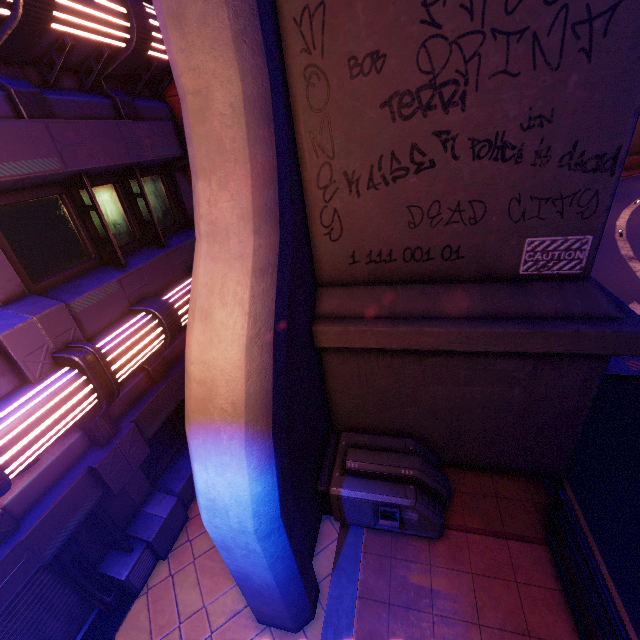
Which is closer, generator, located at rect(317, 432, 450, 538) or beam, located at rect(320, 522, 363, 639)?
beam, located at rect(320, 522, 363, 639)

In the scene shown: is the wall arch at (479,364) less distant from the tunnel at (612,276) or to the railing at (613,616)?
the tunnel at (612,276)

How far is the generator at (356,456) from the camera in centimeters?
576cm

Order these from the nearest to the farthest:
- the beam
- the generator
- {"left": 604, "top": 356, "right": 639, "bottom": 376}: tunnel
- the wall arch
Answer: the wall arch → the beam → the generator → {"left": 604, "top": 356, "right": 639, "bottom": 376}: tunnel

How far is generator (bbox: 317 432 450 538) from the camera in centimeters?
576cm

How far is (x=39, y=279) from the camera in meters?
5.0 m

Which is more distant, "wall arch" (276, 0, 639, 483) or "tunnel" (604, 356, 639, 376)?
Answer: "tunnel" (604, 356, 639, 376)

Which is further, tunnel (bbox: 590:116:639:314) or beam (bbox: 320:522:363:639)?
tunnel (bbox: 590:116:639:314)
